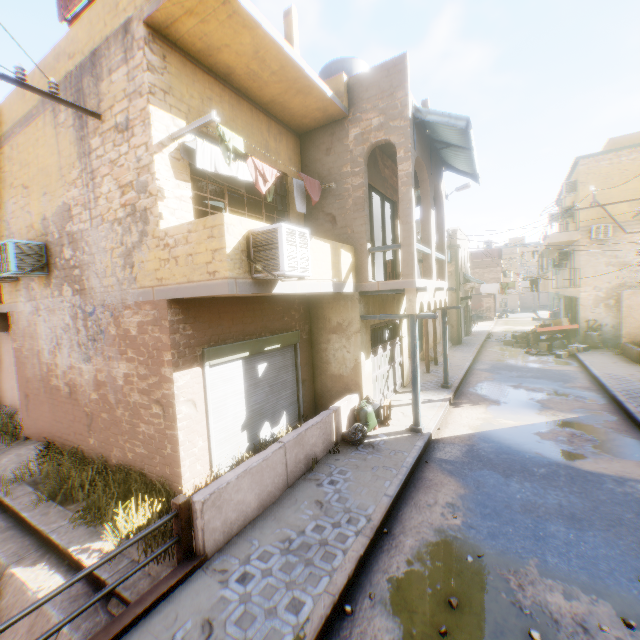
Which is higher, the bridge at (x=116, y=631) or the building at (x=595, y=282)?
the building at (x=595, y=282)

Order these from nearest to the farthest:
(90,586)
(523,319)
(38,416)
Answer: (90,586), (38,416), (523,319)

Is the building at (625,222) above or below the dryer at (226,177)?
above

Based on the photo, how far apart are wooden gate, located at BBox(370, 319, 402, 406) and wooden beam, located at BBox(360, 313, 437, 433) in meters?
0.6

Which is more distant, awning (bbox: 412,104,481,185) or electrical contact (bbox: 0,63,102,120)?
awning (bbox: 412,104,481,185)

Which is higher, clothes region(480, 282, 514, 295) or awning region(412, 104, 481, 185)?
awning region(412, 104, 481, 185)

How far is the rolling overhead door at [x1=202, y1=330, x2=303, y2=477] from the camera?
6.8 meters

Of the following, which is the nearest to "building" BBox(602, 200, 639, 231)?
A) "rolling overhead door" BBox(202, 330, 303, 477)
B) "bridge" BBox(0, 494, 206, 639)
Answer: "rolling overhead door" BBox(202, 330, 303, 477)
